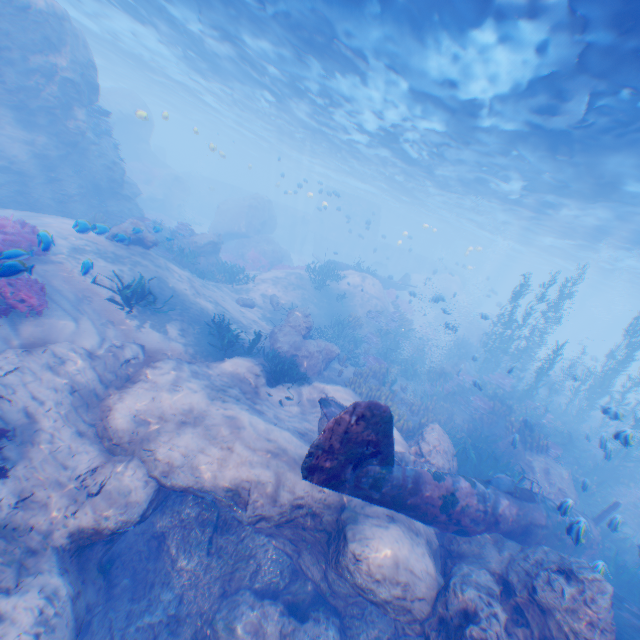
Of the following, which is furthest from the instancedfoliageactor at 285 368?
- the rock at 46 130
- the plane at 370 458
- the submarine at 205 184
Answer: the submarine at 205 184

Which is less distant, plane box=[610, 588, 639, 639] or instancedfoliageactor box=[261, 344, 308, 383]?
plane box=[610, 588, 639, 639]

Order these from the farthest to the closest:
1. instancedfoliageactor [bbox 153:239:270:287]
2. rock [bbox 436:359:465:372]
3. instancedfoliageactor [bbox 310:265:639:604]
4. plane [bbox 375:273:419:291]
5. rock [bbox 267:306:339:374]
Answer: plane [bbox 375:273:419:291] → rock [bbox 436:359:465:372] → instancedfoliageactor [bbox 153:239:270:287] → rock [bbox 267:306:339:374] → instancedfoliageactor [bbox 310:265:639:604]

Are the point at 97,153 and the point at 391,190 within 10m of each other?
no

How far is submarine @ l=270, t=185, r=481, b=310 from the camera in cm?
4550

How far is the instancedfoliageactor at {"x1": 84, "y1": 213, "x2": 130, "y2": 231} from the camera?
9.6m

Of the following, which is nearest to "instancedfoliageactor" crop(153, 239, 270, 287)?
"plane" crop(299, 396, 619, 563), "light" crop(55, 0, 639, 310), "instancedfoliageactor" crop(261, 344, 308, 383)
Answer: "plane" crop(299, 396, 619, 563)

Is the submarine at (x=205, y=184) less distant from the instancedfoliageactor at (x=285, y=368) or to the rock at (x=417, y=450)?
the rock at (x=417, y=450)
